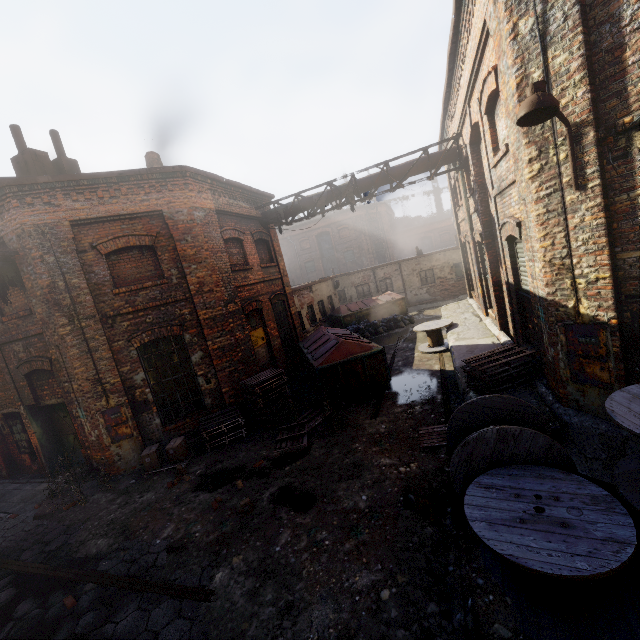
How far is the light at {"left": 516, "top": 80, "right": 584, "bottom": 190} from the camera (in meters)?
3.59

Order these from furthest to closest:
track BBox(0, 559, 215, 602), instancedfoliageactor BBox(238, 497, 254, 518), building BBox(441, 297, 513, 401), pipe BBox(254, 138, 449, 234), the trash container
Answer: pipe BBox(254, 138, 449, 234), the trash container, building BBox(441, 297, 513, 401), instancedfoliageactor BBox(238, 497, 254, 518), track BBox(0, 559, 215, 602)

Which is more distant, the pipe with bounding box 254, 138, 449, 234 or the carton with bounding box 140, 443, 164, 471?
the pipe with bounding box 254, 138, 449, 234

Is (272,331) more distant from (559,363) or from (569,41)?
(569,41)

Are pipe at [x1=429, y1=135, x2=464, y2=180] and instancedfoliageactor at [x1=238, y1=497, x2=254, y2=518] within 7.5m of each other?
no

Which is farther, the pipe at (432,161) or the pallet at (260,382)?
the pipe at (432,161)

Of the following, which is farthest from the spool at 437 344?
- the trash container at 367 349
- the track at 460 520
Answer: the track at 460 520

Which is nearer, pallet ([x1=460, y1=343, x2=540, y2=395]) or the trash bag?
pallet ([x1=460, y1=343, x2=540, y2=395])
